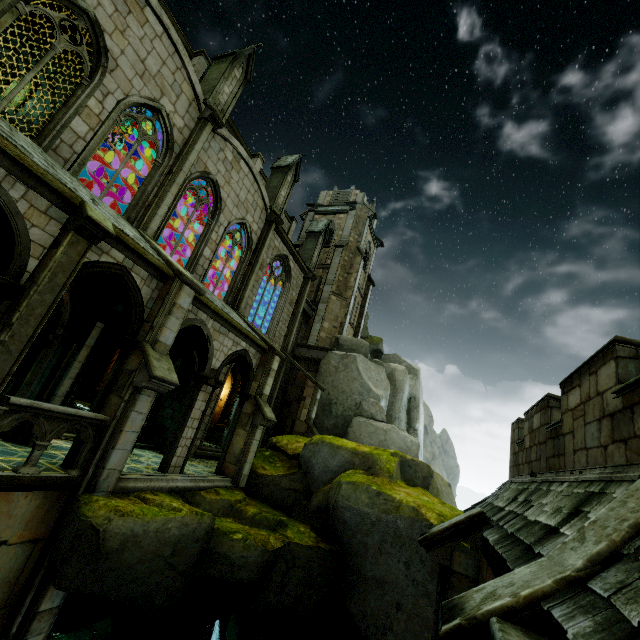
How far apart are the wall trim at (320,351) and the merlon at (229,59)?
14.4 meters

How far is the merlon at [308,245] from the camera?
23.8 meters

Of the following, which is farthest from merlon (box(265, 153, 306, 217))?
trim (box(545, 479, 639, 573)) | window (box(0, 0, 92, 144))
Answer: trim (box(545, 479, 639, 573))

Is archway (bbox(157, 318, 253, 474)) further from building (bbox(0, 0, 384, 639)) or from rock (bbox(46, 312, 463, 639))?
rock (bbox(46, 312, 463, 639))

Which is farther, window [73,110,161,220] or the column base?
the column base

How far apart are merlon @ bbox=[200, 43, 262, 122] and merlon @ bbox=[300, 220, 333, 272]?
10.6m

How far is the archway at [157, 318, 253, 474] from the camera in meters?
10.4

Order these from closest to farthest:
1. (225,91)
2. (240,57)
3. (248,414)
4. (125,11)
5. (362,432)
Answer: Answer:
1. (125,11)
2. (248,414)
3. (225,91)
4. (240,57)
5. (362,432)
